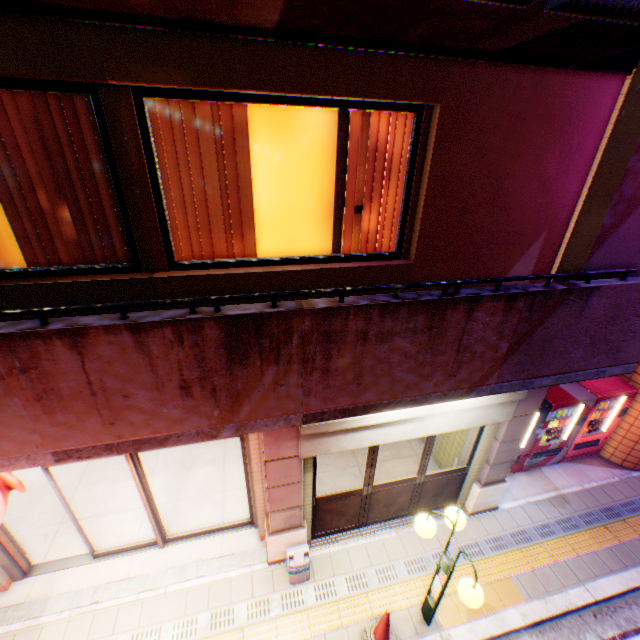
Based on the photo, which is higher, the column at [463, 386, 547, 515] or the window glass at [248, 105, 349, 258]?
the window glass at [248, 105, 349, 258]

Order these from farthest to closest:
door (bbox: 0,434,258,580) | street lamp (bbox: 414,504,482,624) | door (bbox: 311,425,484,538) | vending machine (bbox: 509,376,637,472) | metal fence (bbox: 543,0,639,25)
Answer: vending machine (bbox: 509,376,637,472) < door (bbox: 311,425,484,538) < door (bbox: 0,434,258,580) < street lamp (bbox: 414,504,482,624) < metal fence (bbox: 543,0,639,25)

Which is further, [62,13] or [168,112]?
[168,112]

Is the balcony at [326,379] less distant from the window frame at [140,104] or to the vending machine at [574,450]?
the window frame at [140,104]

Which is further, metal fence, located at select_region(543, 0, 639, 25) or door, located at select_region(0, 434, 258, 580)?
door, located at select_region(0, 434, 258, 580)

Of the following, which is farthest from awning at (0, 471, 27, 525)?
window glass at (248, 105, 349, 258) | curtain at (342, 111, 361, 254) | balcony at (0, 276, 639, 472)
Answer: curtain at (342, 111, 361, 254)

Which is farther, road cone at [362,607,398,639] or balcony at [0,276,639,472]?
road cone at [362,607,398,639]

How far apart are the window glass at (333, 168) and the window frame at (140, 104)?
0.4 meters
